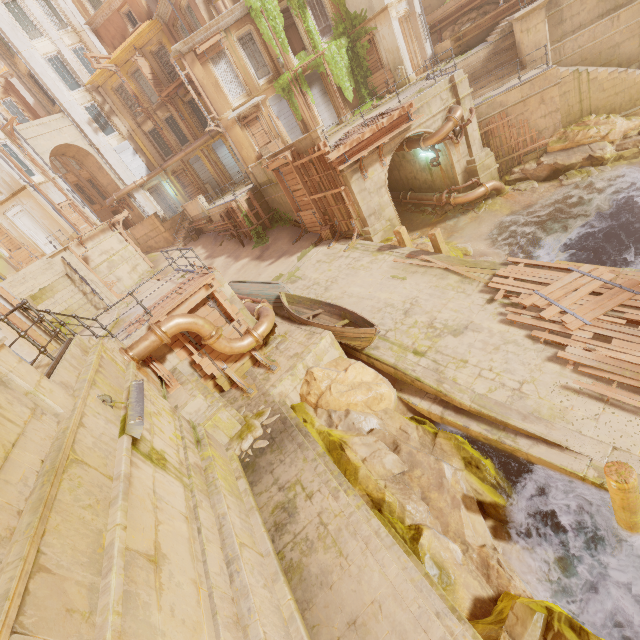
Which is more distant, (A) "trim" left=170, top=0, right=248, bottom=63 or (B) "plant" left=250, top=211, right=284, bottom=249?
(B) "plant" left=250, top=211, right=284, bottom=249

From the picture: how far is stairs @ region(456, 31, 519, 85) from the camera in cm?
1764

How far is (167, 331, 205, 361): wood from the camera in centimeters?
994cm

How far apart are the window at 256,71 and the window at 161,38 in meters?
7.0 m

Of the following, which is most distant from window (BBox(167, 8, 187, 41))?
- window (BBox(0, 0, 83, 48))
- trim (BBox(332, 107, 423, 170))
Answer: trim (BBox(332, 107, 423, 170))

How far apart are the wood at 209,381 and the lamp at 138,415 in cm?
421

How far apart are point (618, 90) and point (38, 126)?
39.3 meters

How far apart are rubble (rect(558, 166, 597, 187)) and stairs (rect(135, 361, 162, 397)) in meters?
19.6 m
